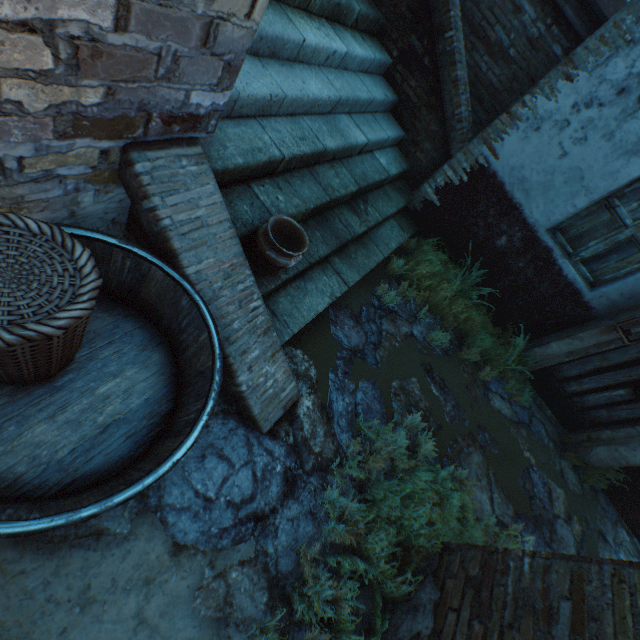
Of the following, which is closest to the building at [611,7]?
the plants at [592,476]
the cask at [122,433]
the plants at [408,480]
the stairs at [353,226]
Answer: the stairs at [353,226]

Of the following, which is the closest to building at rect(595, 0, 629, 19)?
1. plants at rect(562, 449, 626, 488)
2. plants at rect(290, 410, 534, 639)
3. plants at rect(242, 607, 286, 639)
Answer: plants at rect(562, 449, 626, 488)

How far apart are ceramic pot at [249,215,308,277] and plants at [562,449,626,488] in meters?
5.5 m

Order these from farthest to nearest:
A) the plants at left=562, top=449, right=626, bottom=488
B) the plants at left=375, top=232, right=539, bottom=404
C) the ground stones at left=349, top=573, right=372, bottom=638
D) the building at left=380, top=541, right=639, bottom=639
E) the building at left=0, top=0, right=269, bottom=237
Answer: the plants at left=562, top=449, right=626, bottom=488 → the plants at left=375, top=232, right=539, bottom=404 → the ground stones at left=349, top=573, right=372, bottom=638 → the building at left=380, top=541, right=639, bottom=639 → the building at left=0, top=0, right=269, bottom=237

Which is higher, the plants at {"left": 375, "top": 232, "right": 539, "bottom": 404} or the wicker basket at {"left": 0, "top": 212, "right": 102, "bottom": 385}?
the wicker basket at {"left": 0, "top": 212, "right": 102, "bottom": 385}

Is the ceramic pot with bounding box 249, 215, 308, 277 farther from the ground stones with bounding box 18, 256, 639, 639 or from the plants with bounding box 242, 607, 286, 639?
the plants with bounding box 242, 607, 286, 639

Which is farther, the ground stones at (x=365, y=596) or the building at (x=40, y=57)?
the ground stones at (x=365, y=596)

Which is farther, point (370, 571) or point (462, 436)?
point (462, 436)
